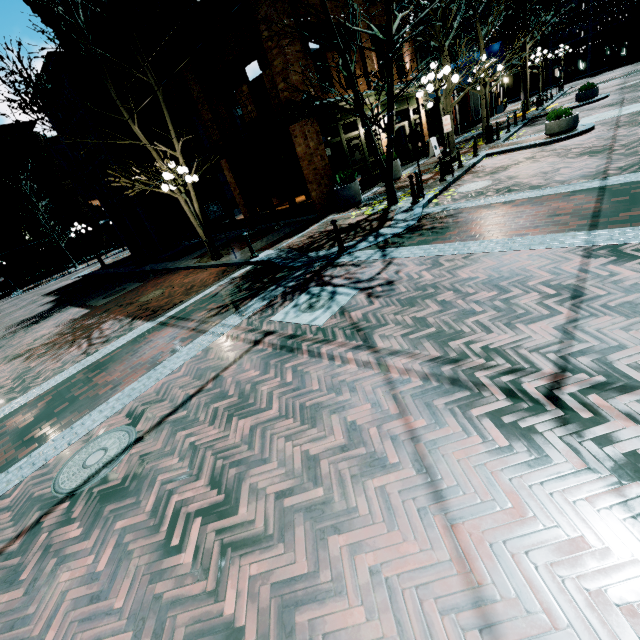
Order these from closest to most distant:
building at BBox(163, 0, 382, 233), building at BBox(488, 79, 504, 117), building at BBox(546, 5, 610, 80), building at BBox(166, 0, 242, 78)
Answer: building at BBox(166, 0, 242, 78) → building at BBox(163, 0, 382, 233) → building at BBox(488, 79, 504, 117) → building at BBox(546, 5, 610, 80)

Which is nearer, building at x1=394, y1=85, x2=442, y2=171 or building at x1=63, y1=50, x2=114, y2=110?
building at x1=394, y1=85, x2=442, y2=171

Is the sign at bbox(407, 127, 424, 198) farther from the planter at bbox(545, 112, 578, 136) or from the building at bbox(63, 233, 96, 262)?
the planter at bbox(545, 112, 578, 136)

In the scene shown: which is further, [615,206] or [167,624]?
[615,206]

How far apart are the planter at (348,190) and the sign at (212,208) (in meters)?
4.74

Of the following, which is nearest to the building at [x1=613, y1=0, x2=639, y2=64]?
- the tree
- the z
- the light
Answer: the z

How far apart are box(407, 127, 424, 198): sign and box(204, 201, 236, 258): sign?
6.4 meters

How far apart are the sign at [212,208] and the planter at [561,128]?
12.58m
